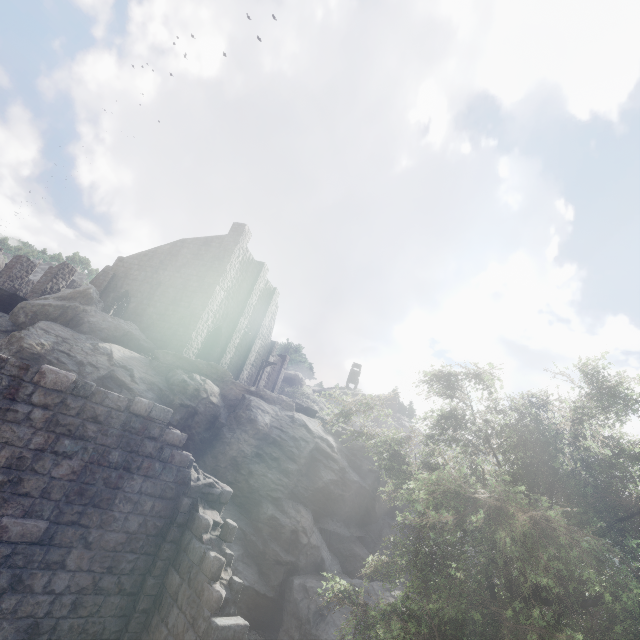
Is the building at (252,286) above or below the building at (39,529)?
above

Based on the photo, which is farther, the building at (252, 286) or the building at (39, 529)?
the building at (252, 286)

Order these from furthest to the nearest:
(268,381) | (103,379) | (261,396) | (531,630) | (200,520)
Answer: (268,381)
(261,396)
(103,379)
(200,520)
(531,630)

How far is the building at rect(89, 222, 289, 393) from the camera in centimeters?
2352cm

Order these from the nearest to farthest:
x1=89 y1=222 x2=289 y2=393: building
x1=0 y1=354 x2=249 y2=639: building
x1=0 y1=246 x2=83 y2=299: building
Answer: x1=0 y1=354 x2=249 y2=639: building → x1=89 y1=222 x2=289 y2=393: building → x1=0 y1=246 x2=83 y2=299: building

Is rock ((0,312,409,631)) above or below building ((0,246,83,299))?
below

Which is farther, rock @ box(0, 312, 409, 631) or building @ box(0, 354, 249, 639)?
rock @ box(0, 312, 409, 631)
